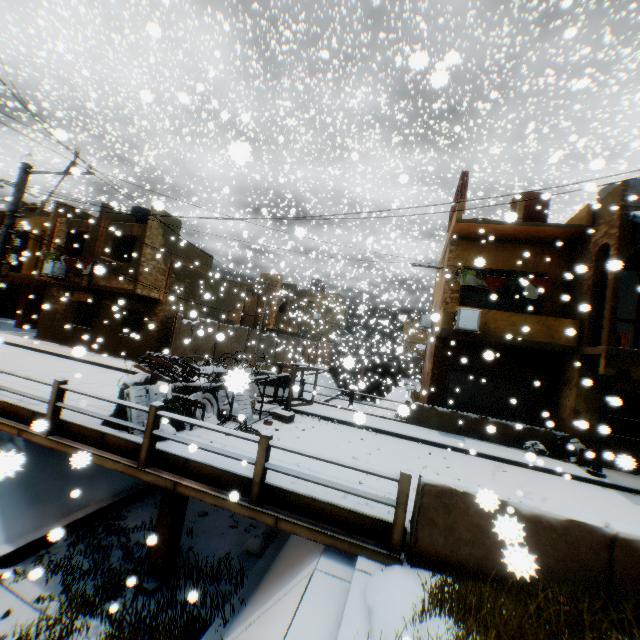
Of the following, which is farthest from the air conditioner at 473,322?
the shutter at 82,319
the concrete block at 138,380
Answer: the shutter at 82,319

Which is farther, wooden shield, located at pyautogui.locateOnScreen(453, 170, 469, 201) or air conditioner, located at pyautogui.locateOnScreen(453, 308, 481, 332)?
wooden shield, located at pyautogui.locateOnScreen(453, 170, 469, 201)

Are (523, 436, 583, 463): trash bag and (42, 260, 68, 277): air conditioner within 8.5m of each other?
no

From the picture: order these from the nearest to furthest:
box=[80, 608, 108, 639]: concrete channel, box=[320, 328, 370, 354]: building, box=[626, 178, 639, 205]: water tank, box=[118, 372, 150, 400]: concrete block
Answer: box=[80, 608, 108, 639]: concrete channel < box=[118, 372, 150, 400]: concrete block < box=[626, 178, 639, 205]: water tank < box=[320, 328, 370, 354]: building

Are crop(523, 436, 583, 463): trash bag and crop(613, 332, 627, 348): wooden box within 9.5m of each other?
yes

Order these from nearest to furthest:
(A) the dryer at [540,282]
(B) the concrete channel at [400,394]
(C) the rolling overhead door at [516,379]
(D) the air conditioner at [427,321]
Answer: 1. (A) the dryer at [540,282]
2. (C) the rolling overhead door at [516,379]
3. (D) the air conditioner at [427,321]
4. (B) the concrete channel at [400,394]

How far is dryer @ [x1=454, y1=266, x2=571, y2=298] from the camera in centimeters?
1284cm

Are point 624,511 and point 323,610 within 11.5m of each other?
yes
